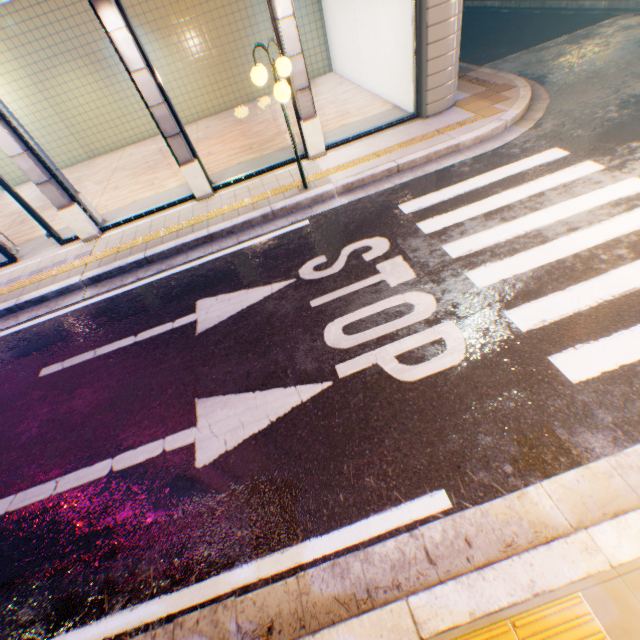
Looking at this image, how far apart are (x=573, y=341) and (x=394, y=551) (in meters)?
2.84

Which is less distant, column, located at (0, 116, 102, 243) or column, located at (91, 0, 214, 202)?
column, located at (91, 0, 214, 202)

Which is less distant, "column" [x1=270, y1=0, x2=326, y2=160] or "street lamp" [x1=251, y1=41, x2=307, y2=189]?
"street lamp" [x1=251, y1=41, x2=307, y2=189]

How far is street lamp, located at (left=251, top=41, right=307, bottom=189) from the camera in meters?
5.2

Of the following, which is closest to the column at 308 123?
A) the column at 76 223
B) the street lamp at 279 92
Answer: the street lamp at 279 92

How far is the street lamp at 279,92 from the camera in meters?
5.2 m

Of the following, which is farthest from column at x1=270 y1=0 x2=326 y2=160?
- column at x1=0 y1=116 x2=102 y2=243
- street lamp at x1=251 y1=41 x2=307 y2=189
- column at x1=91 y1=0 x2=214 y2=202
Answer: column at x1=0 y1=116 x2=102 y2=243
